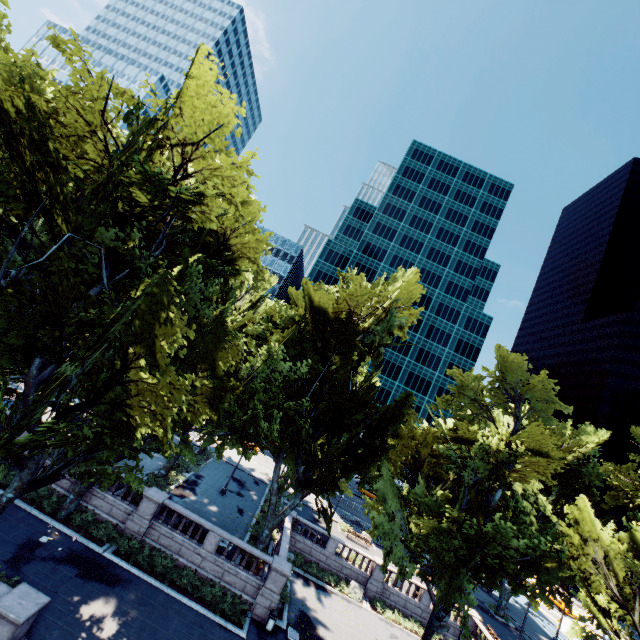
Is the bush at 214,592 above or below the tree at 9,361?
below

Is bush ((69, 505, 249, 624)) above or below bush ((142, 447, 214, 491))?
below

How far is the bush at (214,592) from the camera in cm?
1981

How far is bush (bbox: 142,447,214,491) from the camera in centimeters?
2677cm

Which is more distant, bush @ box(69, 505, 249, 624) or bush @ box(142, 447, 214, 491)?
bush @ box(142, 447, 214, 491)

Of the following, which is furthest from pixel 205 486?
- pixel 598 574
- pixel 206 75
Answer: pixel 598 574

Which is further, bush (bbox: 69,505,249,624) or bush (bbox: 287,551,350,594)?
bush (bbox: 287,551,350,594)

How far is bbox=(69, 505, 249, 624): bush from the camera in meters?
19.8
